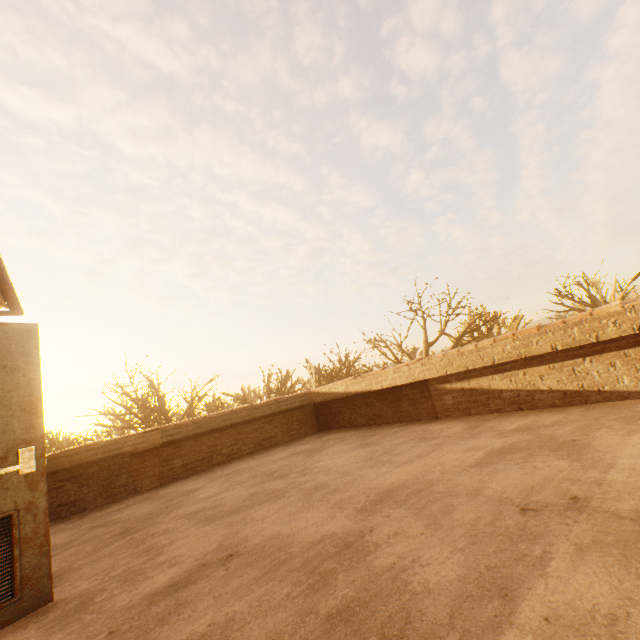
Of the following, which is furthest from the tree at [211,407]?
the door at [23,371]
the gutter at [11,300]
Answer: the door at [23,371]

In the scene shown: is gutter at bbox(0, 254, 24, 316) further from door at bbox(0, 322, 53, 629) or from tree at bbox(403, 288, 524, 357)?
tree at bbox(403, 288, 524, 357)

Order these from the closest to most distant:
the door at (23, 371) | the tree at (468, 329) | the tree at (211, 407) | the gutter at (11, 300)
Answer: the door at (23, 371), the gutter at (11, 300), the tree at (468, 329), the tree at (211, 407)

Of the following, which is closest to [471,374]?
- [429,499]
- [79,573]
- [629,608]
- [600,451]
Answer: [600,451]

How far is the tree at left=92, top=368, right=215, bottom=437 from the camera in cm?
1800

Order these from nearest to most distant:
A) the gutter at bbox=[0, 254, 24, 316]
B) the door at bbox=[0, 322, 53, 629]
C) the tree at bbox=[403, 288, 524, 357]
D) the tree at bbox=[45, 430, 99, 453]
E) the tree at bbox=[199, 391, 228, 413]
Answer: the door at bbox=[0, 322, 53, 629] < the gutter at bbox=[0, 254, 24, 316] < the tree at bbox=[45, 430, 99, 453] < the tree at bbox=[403, 288, 524, 357] < the tree at bbox=[199, 391, 228, 413]
